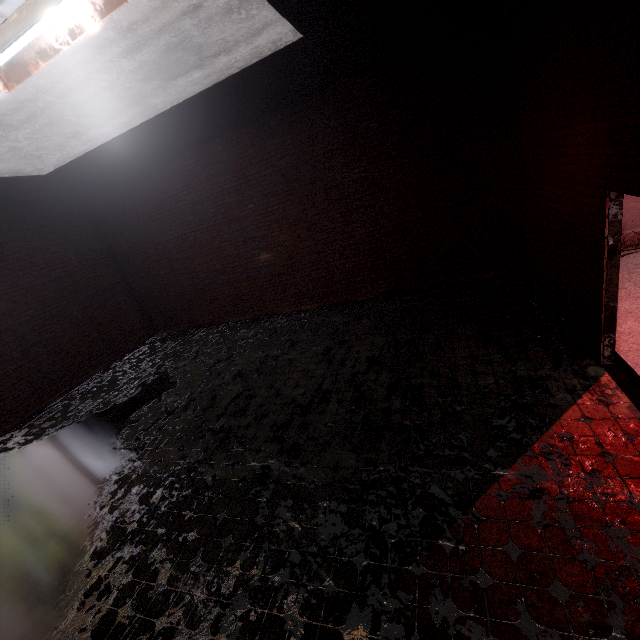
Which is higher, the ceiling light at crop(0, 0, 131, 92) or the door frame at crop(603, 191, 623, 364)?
the ceiling light at crop(0, 0, 131, 92)

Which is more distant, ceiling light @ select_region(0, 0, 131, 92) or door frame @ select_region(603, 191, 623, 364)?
door frame @ select_region(603, 191, 623, 364)

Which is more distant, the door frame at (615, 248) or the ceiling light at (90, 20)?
the door frame at (615, 248)

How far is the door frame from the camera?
3.4 meters

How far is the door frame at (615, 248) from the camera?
3.43m

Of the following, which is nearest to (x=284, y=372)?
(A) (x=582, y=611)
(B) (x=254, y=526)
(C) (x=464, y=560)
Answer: (B) (x=254, y=526)
